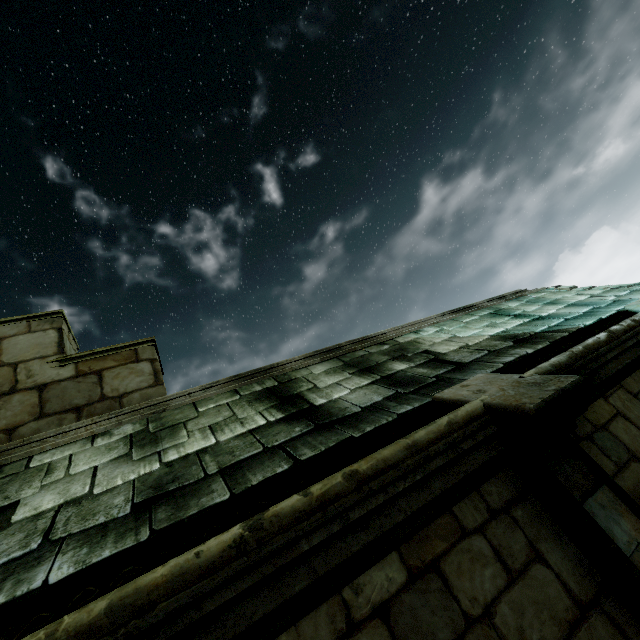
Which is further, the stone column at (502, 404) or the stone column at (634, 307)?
the stone column at (634, 307)

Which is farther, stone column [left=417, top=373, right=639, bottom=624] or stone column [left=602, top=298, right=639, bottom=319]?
stone column [left=602, top=298, right=639, bottom=319]

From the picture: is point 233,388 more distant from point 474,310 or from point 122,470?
point 474,310

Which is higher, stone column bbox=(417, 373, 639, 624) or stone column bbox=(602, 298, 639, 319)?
stone column bbox=(602, 298, 639, 319)

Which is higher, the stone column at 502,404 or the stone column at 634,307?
the stone column at 634,307
